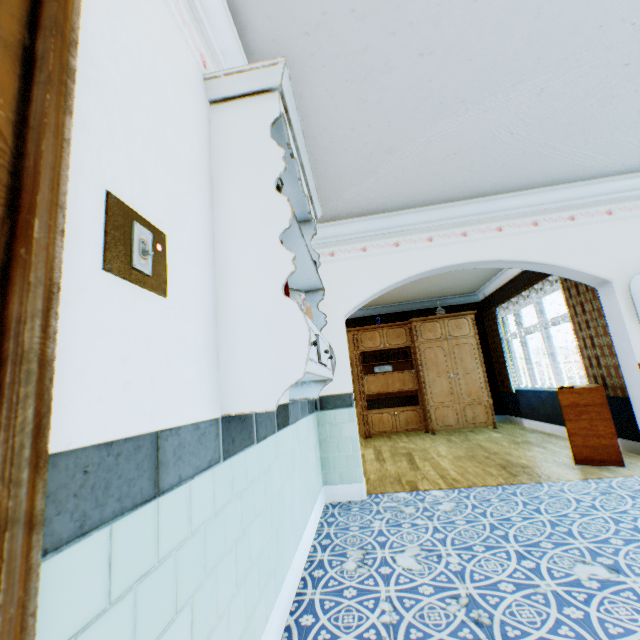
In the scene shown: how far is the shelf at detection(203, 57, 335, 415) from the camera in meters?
1.3 m

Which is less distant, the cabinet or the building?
the building

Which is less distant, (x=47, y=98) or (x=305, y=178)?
(x=47, y=98)

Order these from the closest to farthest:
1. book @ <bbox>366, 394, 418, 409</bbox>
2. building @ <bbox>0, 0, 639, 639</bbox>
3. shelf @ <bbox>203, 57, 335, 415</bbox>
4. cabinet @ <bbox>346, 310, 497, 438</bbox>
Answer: building @ <bbox>0, 0, 639, 639</bbox> < shelf @ <bbox>203, 57, 335, 415</bbox> < cabinet @ <bbox>346, 310, 497, 438</bbox> < book @ <bbox>366, 394, 418, 409</bbox>

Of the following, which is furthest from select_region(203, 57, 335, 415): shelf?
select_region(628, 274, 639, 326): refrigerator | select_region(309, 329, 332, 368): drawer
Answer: select_region(628, 274, 639, 326): refrigerator

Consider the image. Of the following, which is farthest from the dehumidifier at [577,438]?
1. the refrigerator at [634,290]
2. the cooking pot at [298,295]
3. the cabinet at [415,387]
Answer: the cooking pot at [298,295]

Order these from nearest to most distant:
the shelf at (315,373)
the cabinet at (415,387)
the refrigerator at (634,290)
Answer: the shelf at (315,373) < the refrigerator at (634,290) < the cabinet at (415,387)

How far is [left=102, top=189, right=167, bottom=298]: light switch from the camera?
0.8 meters
